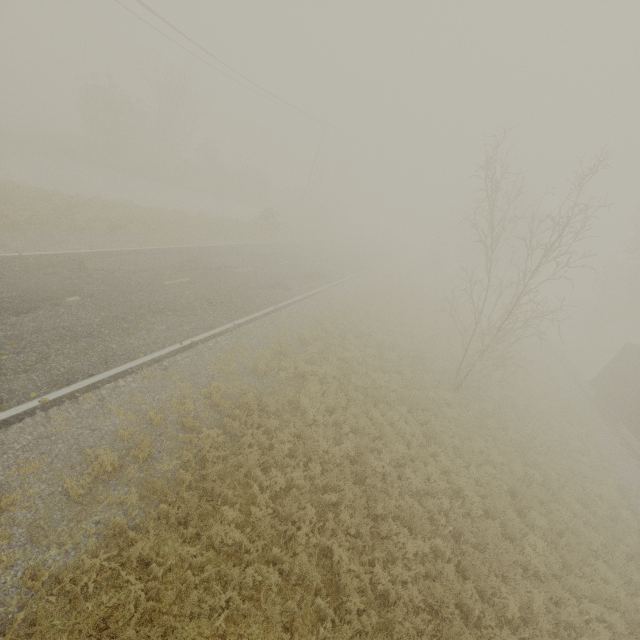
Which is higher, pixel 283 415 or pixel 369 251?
pixel 369 251
